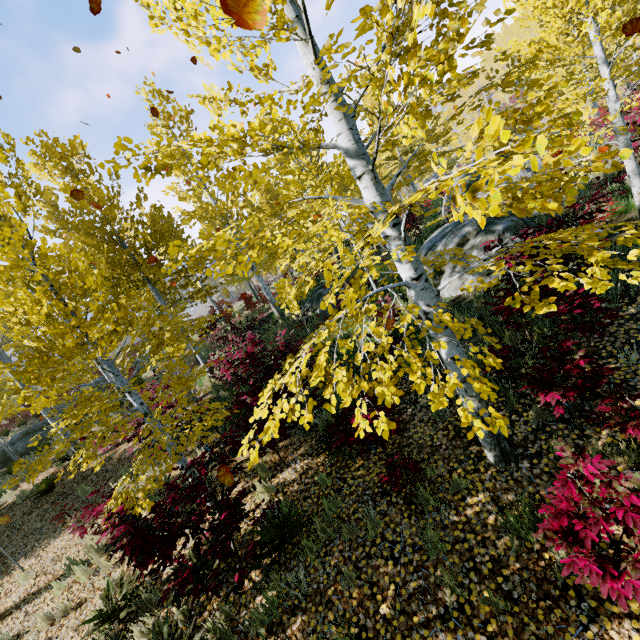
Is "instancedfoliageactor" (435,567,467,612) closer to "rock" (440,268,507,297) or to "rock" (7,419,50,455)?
"rock" (7,419,50,455)

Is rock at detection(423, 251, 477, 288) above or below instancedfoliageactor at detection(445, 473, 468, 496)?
above

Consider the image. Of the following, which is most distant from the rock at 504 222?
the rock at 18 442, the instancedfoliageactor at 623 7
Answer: the rock at 18 442

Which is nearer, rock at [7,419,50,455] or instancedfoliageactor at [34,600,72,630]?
instancedfoliageactor at [34,600,72,630]

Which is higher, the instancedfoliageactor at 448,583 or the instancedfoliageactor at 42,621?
the instancedfoliageactor at 42,621

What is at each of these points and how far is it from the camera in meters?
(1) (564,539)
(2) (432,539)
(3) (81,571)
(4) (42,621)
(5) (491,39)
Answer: (1) instancedfoliageactor, 2.5 m
(2) instancedfoliageactor, 3.7 m
(3) instancedfoliageactor, 6.2 m
(4) instancedfoliageactor, 5.7 m
(5) instancedfoliageactor, 1.9 m

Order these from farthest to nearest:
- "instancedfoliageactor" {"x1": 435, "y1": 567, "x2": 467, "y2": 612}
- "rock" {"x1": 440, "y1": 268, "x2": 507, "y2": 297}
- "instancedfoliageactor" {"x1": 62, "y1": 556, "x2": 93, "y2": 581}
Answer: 1. "rock" {"x1": 440, "y1": 268, "x2": 507, "y2": 297}
2. "instancedfoliageactor" {"x1": 62, "y1": 556, "x2": 93, "y2": 581}
3. "instancedfoliageactor" {"x1": 435, "y1": 567, "x2": 467, "y2": 612}

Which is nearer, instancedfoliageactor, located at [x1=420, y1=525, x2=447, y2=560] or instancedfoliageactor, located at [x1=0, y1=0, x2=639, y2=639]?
instancedfoliageactor, located at [x1=0, y1=0, x2=639, y2=639]
